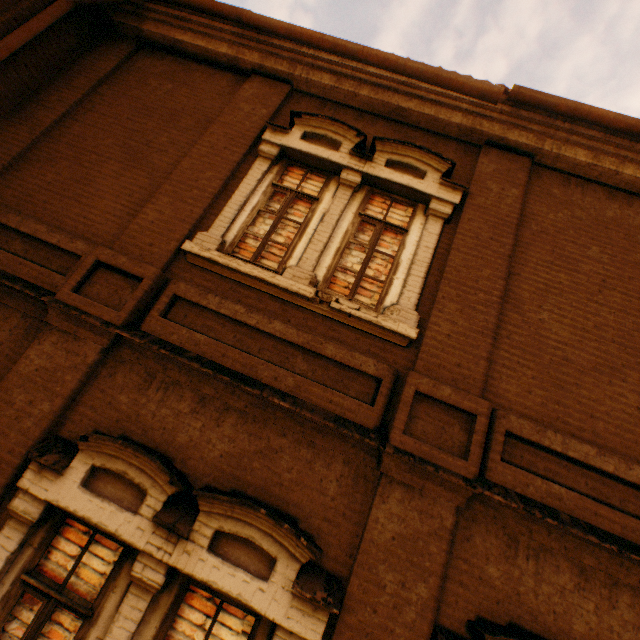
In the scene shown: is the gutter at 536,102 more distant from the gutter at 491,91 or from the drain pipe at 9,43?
the drain pipe at 9,43

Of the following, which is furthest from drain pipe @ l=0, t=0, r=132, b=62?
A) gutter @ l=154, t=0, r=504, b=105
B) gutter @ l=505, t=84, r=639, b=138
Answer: gutter @ l=505, t=84, r=639, b=138

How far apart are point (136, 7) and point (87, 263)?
5.0 meters

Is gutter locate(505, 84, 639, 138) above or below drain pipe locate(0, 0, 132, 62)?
above

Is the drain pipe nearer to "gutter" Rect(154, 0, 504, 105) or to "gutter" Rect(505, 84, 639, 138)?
"gutter" Rect(154, 0, 504, 105)
